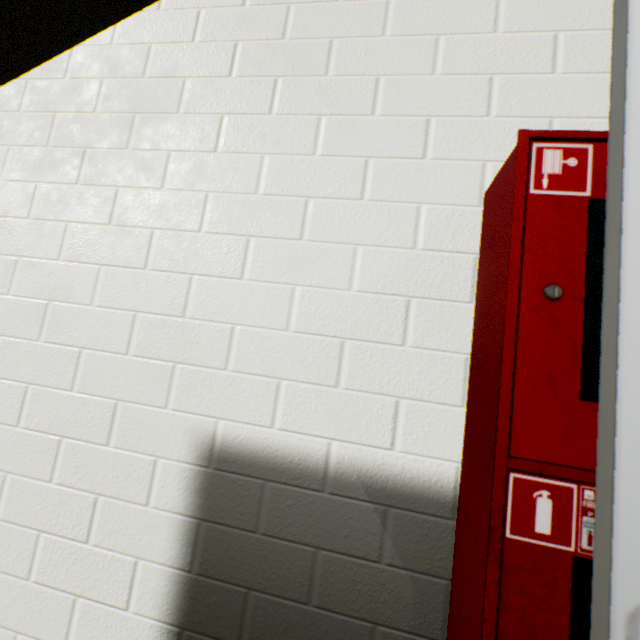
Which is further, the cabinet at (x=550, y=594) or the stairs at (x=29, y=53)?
the stairs at (x=29, y=53)

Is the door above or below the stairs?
below

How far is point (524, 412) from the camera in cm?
72

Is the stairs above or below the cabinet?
above

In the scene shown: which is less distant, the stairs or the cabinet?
the cabinet

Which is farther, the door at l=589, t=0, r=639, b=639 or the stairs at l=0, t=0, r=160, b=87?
the stairs at l=0, t=0, r=160, b=87

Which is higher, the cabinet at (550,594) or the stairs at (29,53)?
the stairs at (29,53)
